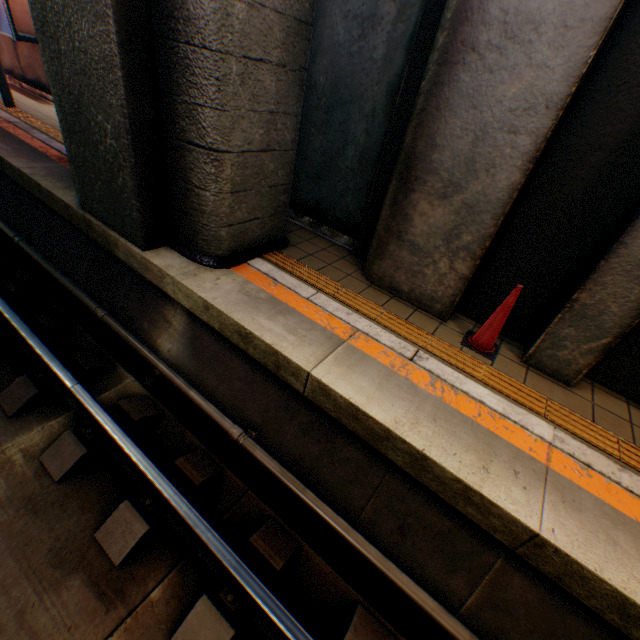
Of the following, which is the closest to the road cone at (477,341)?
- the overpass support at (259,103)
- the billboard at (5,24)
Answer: the overpass support at (259,103)

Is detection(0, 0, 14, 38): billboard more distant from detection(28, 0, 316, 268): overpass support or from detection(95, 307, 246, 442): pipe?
detection(28, 0, 316, 268): overpass support

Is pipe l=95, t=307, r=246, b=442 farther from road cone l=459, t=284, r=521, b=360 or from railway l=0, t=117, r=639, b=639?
road cone l=459, t=284, r=521, b=360

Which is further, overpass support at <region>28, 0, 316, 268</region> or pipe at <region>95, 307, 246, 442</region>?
pipe at <region>95, 307, 246, 442</region>

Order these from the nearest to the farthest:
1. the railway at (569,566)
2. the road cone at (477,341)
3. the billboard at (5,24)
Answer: the railway at (569,566), the road cone at (477,341), the billboard at (5,24)

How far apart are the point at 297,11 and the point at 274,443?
4.3m

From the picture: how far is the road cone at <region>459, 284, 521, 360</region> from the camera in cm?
336

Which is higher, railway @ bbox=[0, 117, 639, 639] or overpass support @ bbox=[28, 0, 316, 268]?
overpass support @ bbox=[28, 0, 316, 268]
